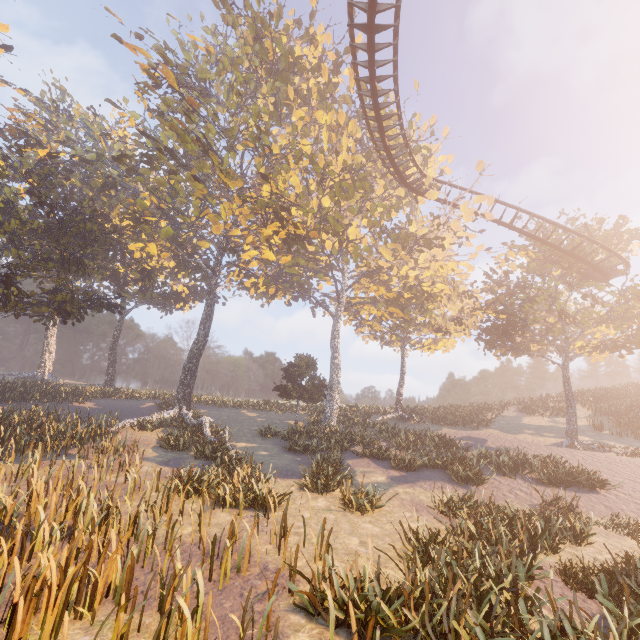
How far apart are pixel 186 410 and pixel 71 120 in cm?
4286

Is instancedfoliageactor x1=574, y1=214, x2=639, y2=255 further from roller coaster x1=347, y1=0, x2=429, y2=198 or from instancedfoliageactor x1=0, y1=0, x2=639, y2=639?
roller coaster x1=347, y1=0, x2=429, y2=198

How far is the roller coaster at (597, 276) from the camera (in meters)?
22.28

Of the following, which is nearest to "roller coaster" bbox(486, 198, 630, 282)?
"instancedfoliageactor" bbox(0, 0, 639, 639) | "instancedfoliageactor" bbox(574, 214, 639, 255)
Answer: "instancedfoliageactor" bbox(0, 0, 639, 639)

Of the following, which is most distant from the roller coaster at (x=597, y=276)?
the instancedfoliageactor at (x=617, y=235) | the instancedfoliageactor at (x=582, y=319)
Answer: the instancedfoliageactor at (x=617, y=235)

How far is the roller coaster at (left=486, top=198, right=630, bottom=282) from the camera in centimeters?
2228cm
